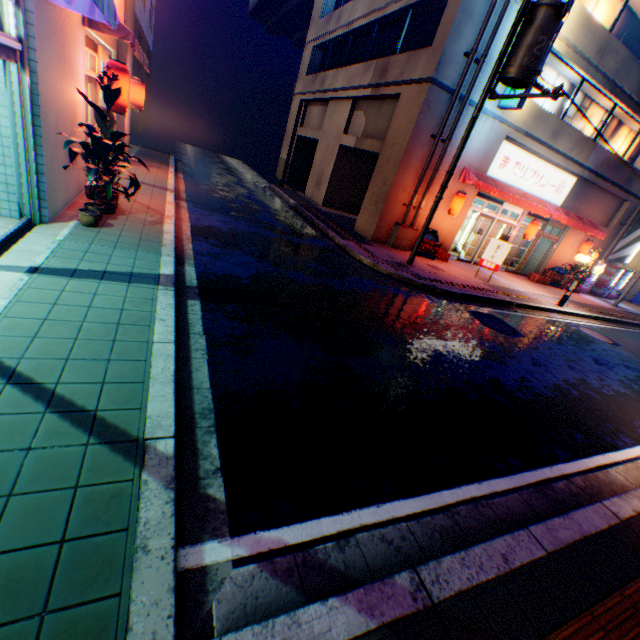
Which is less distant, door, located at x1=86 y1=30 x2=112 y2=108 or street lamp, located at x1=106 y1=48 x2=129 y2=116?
street lamp, located at x1=106 y1=48 x2=129 y2=116

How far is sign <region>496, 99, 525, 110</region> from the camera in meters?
11.6 m

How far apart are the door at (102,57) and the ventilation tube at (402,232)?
10.30m

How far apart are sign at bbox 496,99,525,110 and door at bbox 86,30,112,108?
13.1 meters

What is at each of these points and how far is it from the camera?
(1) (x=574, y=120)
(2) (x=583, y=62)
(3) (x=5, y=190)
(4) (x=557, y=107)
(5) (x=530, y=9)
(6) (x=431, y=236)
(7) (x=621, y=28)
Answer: (1) window glass, 15.2m
(2) building, 12.6m
(3) building, 5.1m
(4) window glass, 14.5m
(5) electric pole, 7.9m
(6) plastic crate, 14.0m
(7) window glass, 13.6m

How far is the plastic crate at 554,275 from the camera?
17.4m

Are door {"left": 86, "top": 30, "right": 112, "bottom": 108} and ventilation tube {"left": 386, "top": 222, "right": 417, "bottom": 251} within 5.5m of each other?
no

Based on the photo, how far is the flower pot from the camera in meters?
5.8 m
